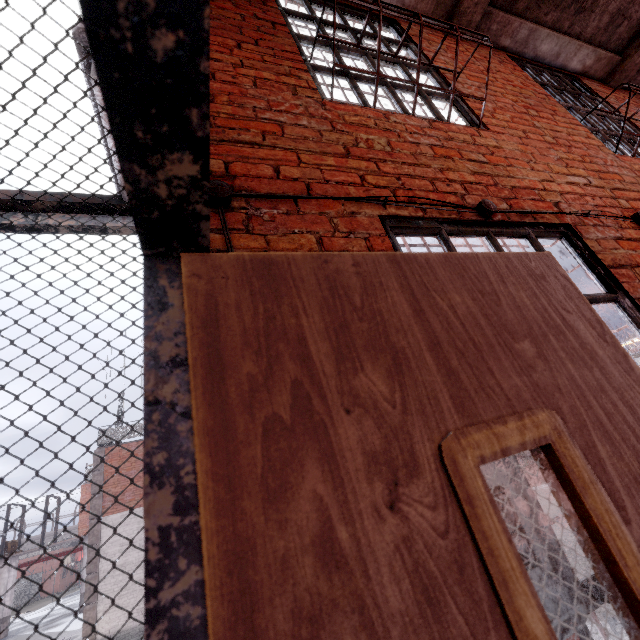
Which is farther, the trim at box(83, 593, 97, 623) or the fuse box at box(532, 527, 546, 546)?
the trim at box(83, 593, 97, 623)

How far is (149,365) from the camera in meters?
0.5 m

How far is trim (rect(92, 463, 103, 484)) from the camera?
14.88m

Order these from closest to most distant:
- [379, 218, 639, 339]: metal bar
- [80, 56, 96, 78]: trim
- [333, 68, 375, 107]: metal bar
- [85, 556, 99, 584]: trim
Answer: [80, 56, 96, 78]: trim, [379, 218, 639, 339]: metal bar, [333, 68, 375, 107]: metal bar, [85, 556, 99, 584]: trim

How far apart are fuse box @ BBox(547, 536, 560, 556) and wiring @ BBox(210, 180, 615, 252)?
0.2 meters

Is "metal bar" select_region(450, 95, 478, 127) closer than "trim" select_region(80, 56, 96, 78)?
No

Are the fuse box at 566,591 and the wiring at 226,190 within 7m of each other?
yes

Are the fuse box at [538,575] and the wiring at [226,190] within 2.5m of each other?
yes
